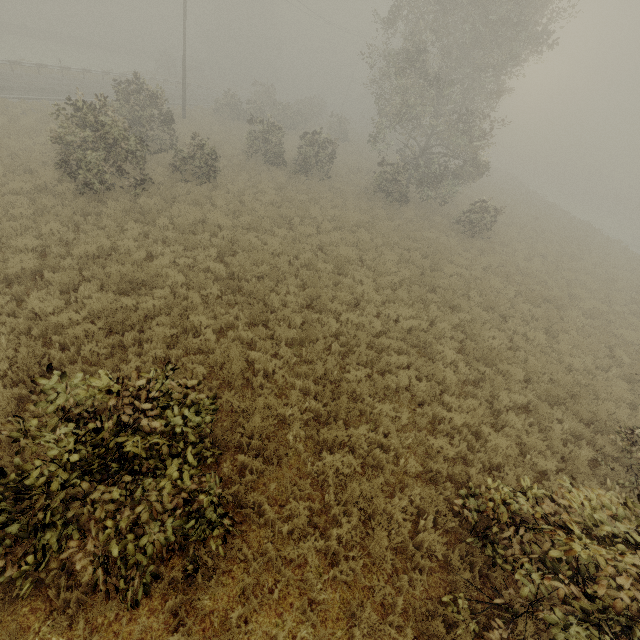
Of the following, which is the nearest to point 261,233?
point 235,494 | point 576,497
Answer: point 235,494
